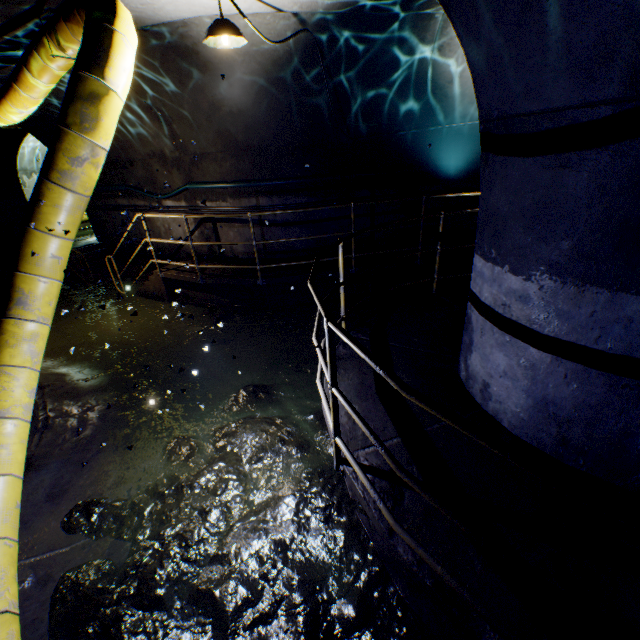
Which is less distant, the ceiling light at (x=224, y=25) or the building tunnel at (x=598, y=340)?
the building tunnel at (x=598, y=340)

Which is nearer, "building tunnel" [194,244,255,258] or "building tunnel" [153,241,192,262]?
"building tunnel" [194,244,255,258]

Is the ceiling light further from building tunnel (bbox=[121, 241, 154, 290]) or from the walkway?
the walkway

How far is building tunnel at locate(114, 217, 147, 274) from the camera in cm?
888

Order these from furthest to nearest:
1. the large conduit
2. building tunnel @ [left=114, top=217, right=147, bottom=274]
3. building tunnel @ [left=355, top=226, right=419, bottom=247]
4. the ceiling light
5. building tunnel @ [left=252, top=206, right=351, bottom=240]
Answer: building tunnel @ [left=114, top=217, right=147, bottom=274] < building tunnel @ [left=355, top=226, right=419, bottom=247] < building tunnel @ [left=252, top=206, right=351, bottom=240] < the ceiling light < the large conduit

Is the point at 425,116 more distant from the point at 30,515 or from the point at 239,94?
the point at 30,515
